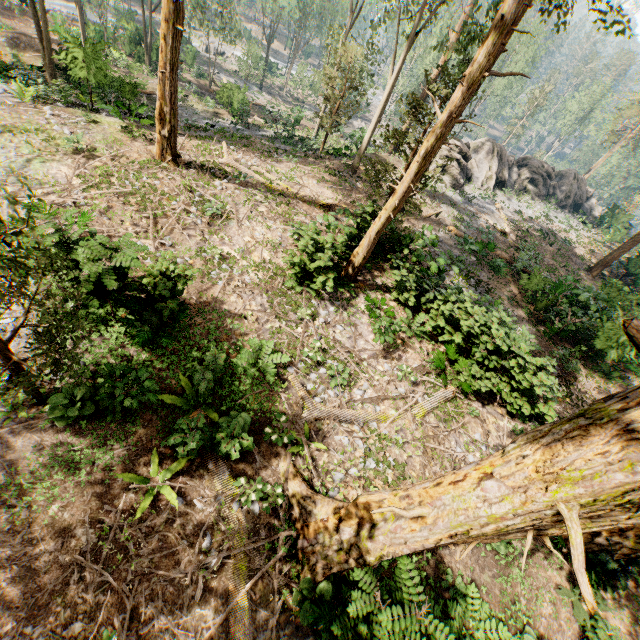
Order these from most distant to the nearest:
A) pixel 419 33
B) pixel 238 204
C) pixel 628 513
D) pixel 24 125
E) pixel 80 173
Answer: pixel 419 33, pixel 238 204, pixel 24 125, pixel 80 173, pixel 628 513

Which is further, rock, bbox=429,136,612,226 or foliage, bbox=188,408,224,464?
rock, bbox=429,136,612,226

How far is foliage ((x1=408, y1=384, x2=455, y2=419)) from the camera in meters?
11.0 m

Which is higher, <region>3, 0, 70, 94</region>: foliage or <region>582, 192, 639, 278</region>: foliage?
<region>582, 192, 639, 278</region>: foliage

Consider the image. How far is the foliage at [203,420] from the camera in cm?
698

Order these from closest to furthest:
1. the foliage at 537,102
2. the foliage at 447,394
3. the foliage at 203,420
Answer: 1. the foliage at 203,420
2. the foliage at 447,394
3. the foliage at 537,102
